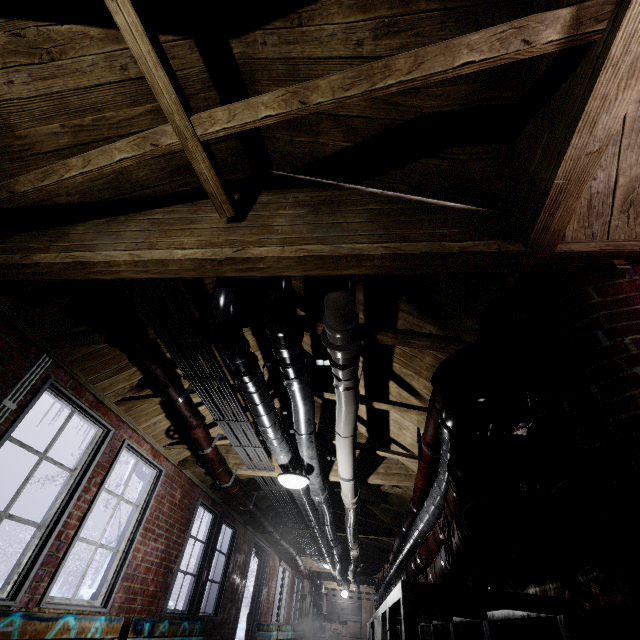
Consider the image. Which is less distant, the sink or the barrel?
the barrel

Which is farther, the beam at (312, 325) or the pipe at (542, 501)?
the beam at (312, 325)

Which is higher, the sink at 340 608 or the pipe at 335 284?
the pipe at 335 284

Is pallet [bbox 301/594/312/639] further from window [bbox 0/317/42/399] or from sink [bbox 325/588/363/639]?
window [bbox 0/317/42/399]

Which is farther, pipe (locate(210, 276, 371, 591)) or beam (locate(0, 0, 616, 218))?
pipe (locate(210, 276, 371, 591))

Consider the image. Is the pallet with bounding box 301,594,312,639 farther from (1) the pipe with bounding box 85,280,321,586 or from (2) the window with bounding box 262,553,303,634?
(1) the pipe with bounding box 85,280,321,586

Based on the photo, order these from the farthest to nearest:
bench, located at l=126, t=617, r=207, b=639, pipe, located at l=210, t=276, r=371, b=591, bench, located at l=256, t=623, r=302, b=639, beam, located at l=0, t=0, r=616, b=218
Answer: bench, located at l=256, t=623, r=302, b=639, bench, located at l=126, t=617, r=207, b=639, pipe, located at l=210, t=276, r=371, b=591, beam, located at l=0, t=0, r=616, b=218

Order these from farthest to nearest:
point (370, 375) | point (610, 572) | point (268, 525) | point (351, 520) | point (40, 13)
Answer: point (268, 525), point (351, 520), point (370, 375), point (40, 13), point (610, 572)
